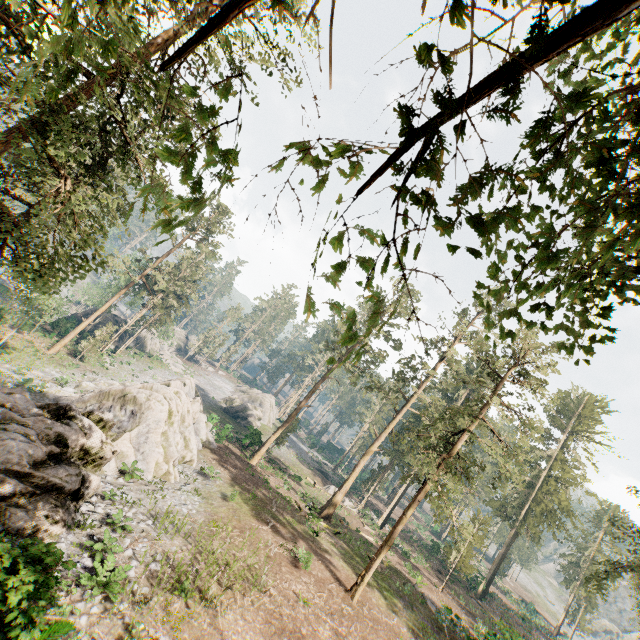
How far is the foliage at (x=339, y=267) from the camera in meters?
2.8 m

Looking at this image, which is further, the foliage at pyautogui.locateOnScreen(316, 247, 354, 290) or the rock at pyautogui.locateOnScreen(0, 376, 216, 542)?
the rock at pyautogui.locateOnScreen(0, 376, 216, 542)

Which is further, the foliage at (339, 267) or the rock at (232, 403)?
the rock at (232, 403)

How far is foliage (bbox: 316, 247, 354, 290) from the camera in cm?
278

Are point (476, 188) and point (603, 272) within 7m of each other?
yes

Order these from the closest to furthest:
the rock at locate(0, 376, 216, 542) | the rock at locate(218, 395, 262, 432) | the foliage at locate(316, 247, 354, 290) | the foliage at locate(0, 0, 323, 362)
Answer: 1. the foliage at locate(0, 0, 323, 362)
2. the foliage at locate(316, 247, 354, 290)
3. the rock at locate(0, 376, 216, 542)
4. the rock at locate(218, 395, 262, 432)
